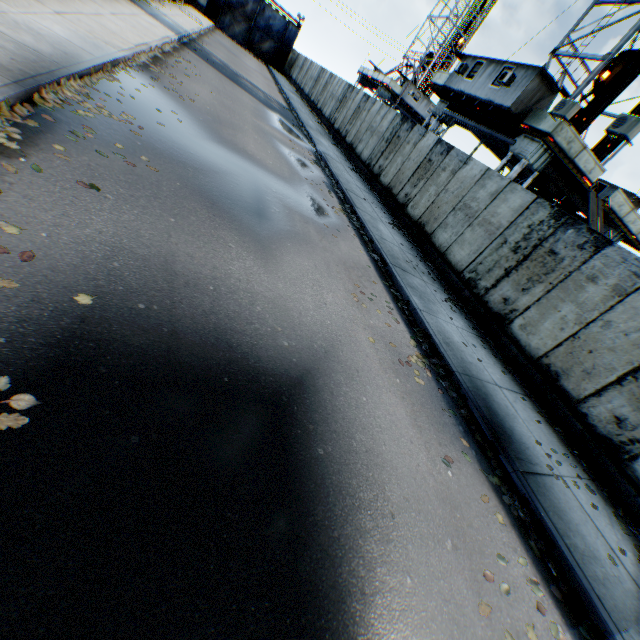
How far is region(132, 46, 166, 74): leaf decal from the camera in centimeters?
956cm

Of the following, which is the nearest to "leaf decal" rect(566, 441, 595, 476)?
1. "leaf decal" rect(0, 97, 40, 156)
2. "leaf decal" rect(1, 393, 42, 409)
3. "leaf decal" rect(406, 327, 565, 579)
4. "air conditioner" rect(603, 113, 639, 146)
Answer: "leaf decal" rect(406, 327, 565, 579)

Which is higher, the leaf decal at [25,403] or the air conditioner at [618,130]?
the air conditioner at [618,130]

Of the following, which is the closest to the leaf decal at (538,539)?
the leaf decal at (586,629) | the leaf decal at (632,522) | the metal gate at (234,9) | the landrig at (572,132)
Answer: the leaf decal at (586,629)

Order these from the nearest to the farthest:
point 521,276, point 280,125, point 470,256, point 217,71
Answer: point 521,276 < point 470,256 < point 280,125 < point 217,71

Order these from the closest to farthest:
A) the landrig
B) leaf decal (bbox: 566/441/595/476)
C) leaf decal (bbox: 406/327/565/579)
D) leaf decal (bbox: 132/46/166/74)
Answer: leaf decal (bbox: 406/327/565/579)
leaf decal (bbox: 566/441/595/476)
leaf decal (bbox: 132/46/166/74)
the landrig

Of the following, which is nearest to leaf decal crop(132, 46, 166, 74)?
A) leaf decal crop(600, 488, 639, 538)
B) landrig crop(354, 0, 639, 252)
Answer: landrig crop(354, 0, 639, 252)

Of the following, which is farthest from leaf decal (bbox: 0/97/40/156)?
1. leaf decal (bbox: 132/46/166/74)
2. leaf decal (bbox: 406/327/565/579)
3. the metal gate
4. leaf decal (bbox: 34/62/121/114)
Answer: the metal gate
